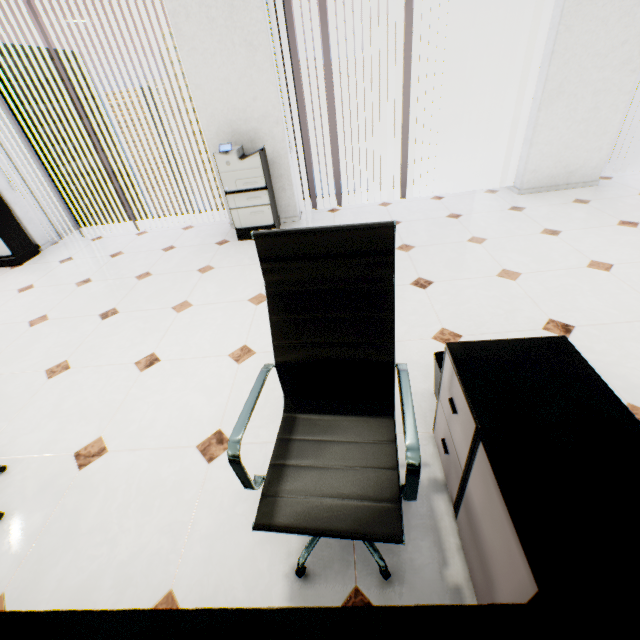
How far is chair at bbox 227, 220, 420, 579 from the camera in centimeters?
101cm

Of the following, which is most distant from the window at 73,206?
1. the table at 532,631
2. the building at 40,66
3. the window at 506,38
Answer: the building at 40,66

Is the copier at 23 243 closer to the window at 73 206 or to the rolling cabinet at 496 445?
the window at 73 206

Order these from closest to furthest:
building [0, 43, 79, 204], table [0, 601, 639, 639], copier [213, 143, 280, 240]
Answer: table [0, 601, 639, 639]
copier [213, 143, 280, 240]
building [0, 43, 79, 204]

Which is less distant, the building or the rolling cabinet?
the rolling cabinet

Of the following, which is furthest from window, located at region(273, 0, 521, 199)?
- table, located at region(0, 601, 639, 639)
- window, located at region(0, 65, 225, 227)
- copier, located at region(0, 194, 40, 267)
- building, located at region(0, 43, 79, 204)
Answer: building, located at region(0, 43, 79, 204)

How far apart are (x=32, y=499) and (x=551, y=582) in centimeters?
228cm

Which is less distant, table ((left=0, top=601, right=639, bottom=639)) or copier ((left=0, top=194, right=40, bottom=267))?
table ((left=0, top=601, right=639, bottom=639))
